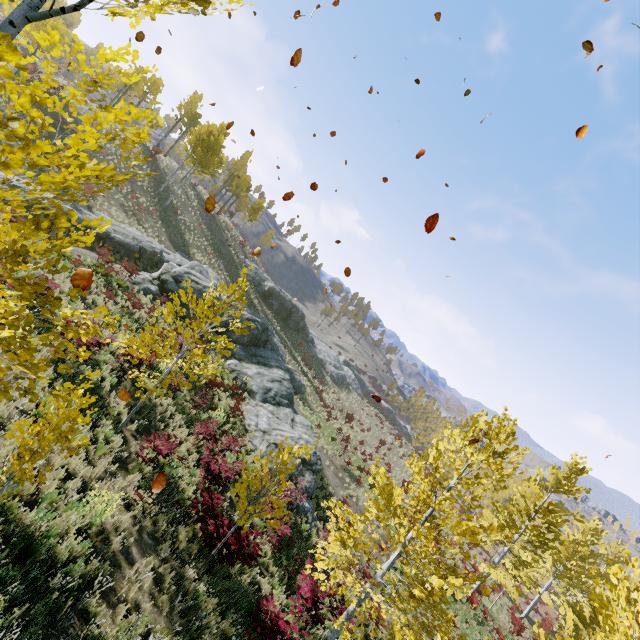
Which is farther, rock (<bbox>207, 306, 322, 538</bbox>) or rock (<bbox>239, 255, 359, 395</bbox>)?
rock (<bbox>239, 255, 359, 395</bbox>)

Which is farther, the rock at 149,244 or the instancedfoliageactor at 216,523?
the rock at 149,244

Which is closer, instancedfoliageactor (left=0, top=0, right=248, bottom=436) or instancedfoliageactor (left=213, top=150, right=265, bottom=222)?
instancedfoliageactor (left=0, top=0, right=248, bottom=436)

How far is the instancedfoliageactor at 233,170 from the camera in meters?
44.5

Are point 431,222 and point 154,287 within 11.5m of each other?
no

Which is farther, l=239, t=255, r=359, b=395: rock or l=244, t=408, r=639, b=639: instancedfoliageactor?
l=239, t=255, r=359, b=395: rock

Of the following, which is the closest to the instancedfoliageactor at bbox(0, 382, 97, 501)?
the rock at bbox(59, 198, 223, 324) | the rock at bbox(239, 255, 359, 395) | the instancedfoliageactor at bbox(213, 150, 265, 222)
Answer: the rock at bbox(59, 198, 223, 324)

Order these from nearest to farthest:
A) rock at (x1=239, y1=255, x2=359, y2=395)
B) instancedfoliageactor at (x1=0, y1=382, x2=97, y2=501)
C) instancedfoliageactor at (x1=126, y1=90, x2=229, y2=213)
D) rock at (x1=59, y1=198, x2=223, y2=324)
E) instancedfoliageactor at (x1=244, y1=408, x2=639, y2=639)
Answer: instancedfoliageactor at (x1=0, y1=382, x2=97, y2=501) < instancedfoliageactor at (x1=244, y1=408, x2=639, y2=639) < rock at (x1=59, y1=198, x2=223, y2=324) < instancedfoliageactor at (x1=126, y1=90, x2=229, y2=213) < rock at (x1=239, y1=255, x2=359, y2=395)
